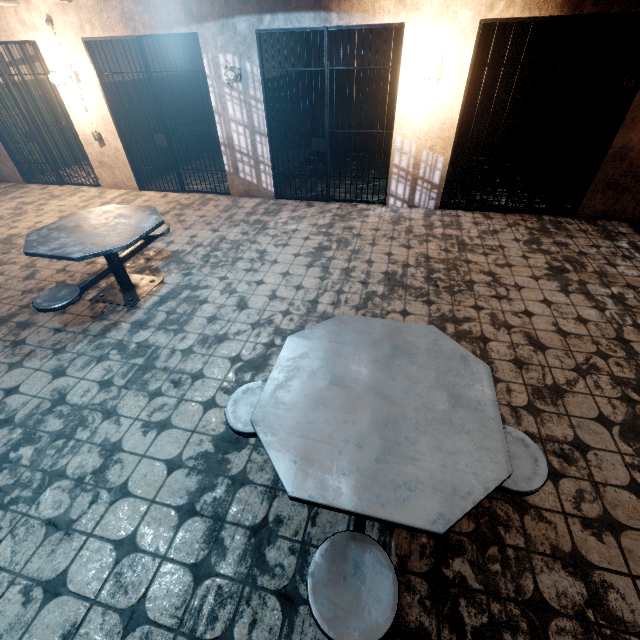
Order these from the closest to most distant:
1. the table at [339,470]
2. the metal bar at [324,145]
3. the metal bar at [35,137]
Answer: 1. the table at [339,470]
2. the metal bar at [324,145]
3. the metal bar at [35,137]

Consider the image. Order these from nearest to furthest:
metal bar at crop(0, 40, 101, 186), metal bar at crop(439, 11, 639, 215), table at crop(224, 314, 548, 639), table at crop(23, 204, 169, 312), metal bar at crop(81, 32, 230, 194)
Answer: table at crop(224, 314, 548, 639) → table at crop(23, 204, 169, 312) → metal bar at crop(439, 11, 639, 215) → metal bar at crop(81, 32, 230, 194) → metal bar at crop(0, 40, 101, 186)

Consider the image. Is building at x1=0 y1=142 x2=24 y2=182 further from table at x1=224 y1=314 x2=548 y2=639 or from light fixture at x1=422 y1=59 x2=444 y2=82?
table at x1=224 y1=314 x2=548 y2=639

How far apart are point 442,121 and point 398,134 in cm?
64

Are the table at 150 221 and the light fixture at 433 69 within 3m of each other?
no

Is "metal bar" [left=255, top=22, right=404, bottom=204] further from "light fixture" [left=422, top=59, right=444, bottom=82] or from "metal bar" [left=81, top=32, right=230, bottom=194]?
"metal bar" [left=81, top=32, right=230, bottom=194]

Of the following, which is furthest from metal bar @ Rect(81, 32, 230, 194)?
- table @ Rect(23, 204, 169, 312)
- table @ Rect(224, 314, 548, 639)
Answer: table @ Rect(224, 314, 548, 639)

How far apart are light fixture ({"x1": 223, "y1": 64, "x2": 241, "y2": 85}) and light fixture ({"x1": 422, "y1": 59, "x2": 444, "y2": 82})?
2.7 meters
